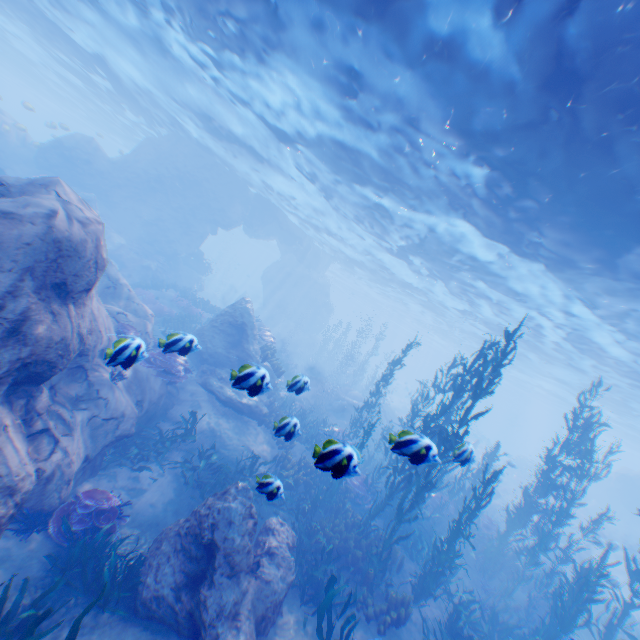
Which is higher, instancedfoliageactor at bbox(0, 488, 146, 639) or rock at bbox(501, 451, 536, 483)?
rock at bbox(501, 451, 536, 483)

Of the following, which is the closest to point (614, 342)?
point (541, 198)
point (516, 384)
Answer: point (541, 198)

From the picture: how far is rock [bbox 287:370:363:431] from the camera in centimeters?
654cm

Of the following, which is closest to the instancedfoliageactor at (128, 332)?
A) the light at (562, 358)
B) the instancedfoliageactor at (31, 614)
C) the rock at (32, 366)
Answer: the rock at (32, 366)

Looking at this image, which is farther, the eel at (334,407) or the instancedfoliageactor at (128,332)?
the eel at (334,407)

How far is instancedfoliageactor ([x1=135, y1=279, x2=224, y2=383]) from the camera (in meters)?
5.81
